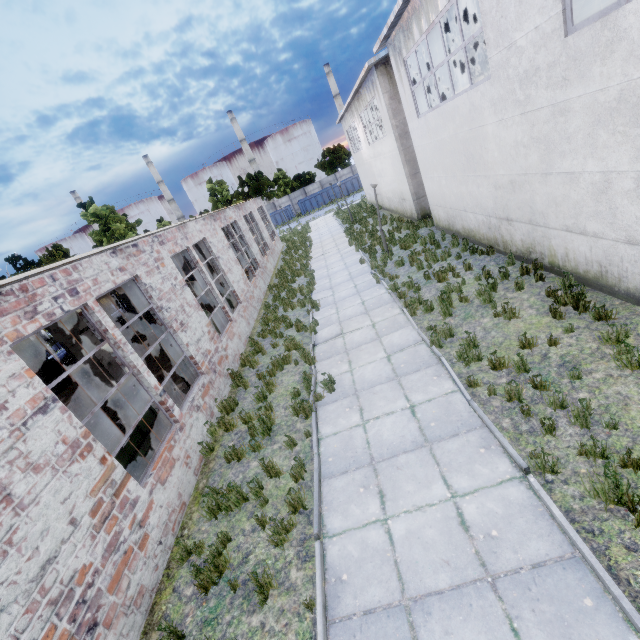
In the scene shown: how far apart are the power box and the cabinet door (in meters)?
12.70

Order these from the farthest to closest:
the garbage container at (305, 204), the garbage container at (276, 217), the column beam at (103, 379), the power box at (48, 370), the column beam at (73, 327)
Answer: the garbage container at (276, 217), the garbage container at (305, 204), the power box at (48, 370), the column beam at (103, 379), the column beam at (73, 327)

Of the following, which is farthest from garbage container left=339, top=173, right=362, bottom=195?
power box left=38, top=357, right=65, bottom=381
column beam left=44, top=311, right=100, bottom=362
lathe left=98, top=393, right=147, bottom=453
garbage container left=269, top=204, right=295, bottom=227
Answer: lathe left=98, top=393, right=147, bottom=453

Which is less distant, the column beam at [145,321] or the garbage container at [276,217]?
the column beam at [145,321]

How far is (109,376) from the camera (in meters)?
9.80

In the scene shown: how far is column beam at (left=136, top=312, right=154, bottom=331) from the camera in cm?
2188

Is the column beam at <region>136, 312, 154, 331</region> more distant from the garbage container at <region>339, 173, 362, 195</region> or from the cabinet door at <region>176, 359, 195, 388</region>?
the garbage container at <region>339, 173, 362, 195</region>

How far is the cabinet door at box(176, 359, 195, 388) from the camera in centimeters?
984cm
